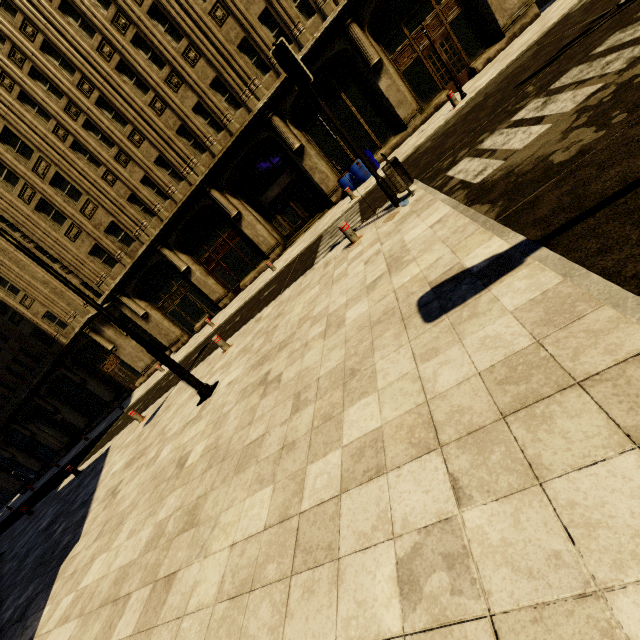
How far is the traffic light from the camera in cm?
599

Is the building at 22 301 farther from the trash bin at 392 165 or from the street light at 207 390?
the trash bin at 392 165

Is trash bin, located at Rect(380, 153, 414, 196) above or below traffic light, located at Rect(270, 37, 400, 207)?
below

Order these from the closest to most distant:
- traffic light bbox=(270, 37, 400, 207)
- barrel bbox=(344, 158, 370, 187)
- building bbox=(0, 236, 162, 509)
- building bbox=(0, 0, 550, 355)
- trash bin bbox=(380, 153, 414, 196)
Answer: traffic light bbox=(270, 37, 400, 207) → trash bin bbox=(380, 153, 414, 196) → building bbox=(0, 0, 550, 355) → barrel bbox=(344, 158, 370, 187) → building bbox=(0, 236, 162, 509)

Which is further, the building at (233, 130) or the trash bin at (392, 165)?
the building at (233, 130)

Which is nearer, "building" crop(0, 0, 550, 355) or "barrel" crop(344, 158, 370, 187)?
"building" crop(0, 0, 550, 355)

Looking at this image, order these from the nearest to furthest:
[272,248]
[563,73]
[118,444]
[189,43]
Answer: [563,73]
[118,444]
[189,43]
[272,248]

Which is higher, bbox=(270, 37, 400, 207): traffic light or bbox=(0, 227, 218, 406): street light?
bbox=(270, 37, 400, 207): traffic light
